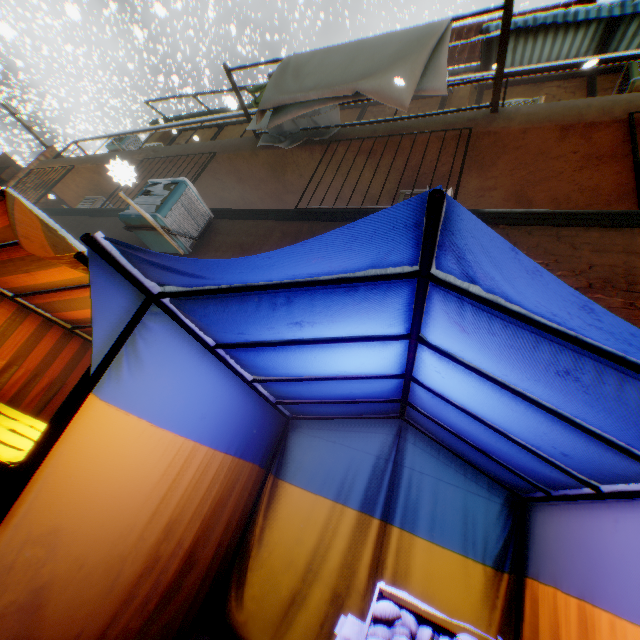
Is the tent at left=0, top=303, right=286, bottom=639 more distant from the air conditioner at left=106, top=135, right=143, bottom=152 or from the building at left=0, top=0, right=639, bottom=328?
the air conditioner at left=106, top=135, right=143, bottom=152

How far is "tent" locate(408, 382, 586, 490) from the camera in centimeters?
218cm

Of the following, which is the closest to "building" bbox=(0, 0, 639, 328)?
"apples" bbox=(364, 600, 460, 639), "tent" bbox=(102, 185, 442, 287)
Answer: "tent" bbox=(102, 185, 442, 287)

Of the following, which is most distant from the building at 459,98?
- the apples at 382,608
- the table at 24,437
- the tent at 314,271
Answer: the apples at 382,608

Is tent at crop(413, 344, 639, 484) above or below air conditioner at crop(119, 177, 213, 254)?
below

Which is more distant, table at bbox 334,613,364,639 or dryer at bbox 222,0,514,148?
dryer at bbox 222,0,514,148

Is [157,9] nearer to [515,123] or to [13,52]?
[515,123]

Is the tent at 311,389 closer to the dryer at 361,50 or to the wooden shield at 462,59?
the dryer at 361,50
